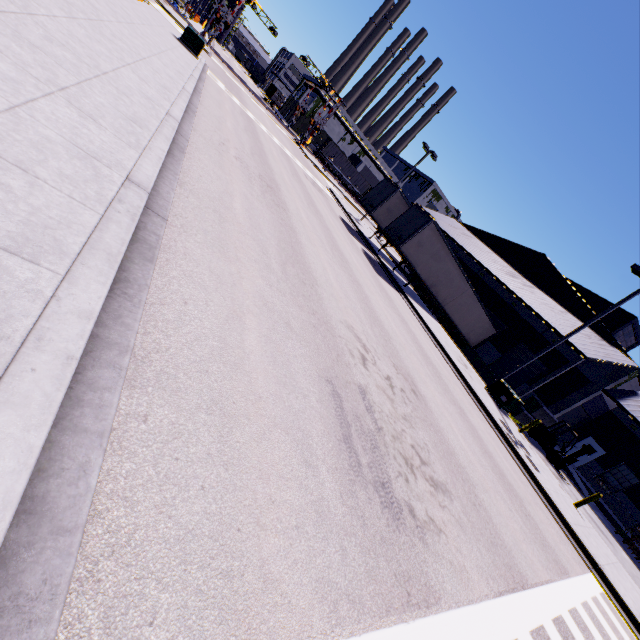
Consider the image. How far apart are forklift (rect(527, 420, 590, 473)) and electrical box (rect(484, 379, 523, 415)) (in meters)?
3.83

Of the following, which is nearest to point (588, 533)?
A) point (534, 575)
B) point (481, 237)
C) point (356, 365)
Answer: point (534, 575)

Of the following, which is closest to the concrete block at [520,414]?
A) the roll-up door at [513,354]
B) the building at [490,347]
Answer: the building at [490,347]

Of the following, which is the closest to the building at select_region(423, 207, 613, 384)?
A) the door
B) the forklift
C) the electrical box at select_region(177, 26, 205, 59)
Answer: the door

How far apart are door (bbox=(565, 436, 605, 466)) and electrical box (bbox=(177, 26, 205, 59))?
41.58m

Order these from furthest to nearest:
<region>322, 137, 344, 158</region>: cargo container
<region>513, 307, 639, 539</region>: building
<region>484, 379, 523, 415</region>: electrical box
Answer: <region>322, 137, 344, 158</region>: cargo container → <region>513, 307, 639, 539</region>: building → <region>484, 379, 523, 415</region>: electrical box

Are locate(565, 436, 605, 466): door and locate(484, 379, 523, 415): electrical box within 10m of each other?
no

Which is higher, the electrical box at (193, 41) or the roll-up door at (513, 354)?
the roll-up door at (513, 354)
